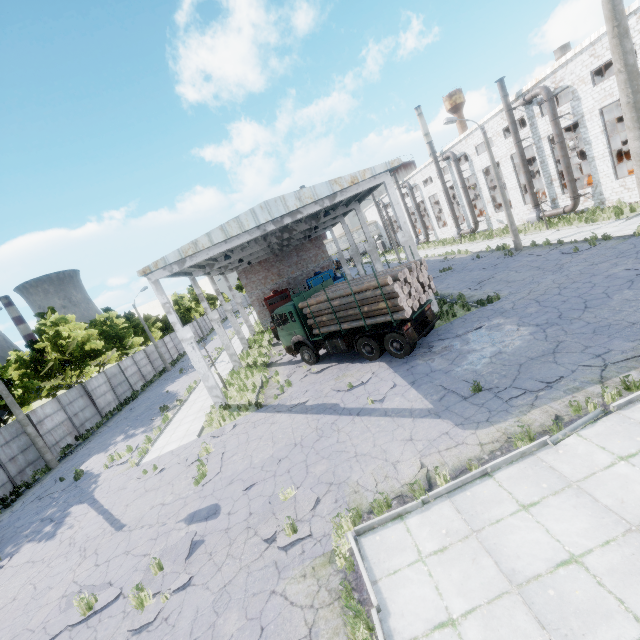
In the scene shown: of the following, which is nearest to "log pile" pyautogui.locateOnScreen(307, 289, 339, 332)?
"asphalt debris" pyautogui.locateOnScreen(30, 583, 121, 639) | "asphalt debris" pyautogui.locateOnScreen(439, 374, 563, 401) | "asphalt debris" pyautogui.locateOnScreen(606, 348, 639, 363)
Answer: "asphalt debris" pyautogui.locateOnScreen(439, 374, 563, 401)

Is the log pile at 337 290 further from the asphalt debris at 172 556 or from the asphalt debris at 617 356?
the asphalt debris at 172 556

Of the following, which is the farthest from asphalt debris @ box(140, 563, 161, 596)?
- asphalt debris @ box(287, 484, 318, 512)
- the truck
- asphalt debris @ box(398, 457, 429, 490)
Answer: the truck

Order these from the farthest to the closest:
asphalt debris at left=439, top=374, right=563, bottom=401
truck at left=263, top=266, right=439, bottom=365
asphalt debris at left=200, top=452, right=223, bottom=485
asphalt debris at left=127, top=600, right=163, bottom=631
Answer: truck at left=263, top=266, right=439, bottom=365 → asphalt debris at left=200, top=452, right=223, bottom=485 → asphalt debris at left=439, top=374, right=563, bottom=401 → asphalt debris at left=127, top=600, right=163, bottom=631

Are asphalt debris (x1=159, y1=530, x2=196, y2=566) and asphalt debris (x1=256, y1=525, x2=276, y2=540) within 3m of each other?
yes

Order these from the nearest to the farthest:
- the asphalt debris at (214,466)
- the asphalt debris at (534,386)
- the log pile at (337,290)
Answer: the asphalt debris at (534,386), the asphalt debris at (214,466), the log pile at (337,290)

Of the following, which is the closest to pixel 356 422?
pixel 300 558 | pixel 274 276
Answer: pixel 300 558

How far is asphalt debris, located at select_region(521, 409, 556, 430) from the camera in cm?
711
